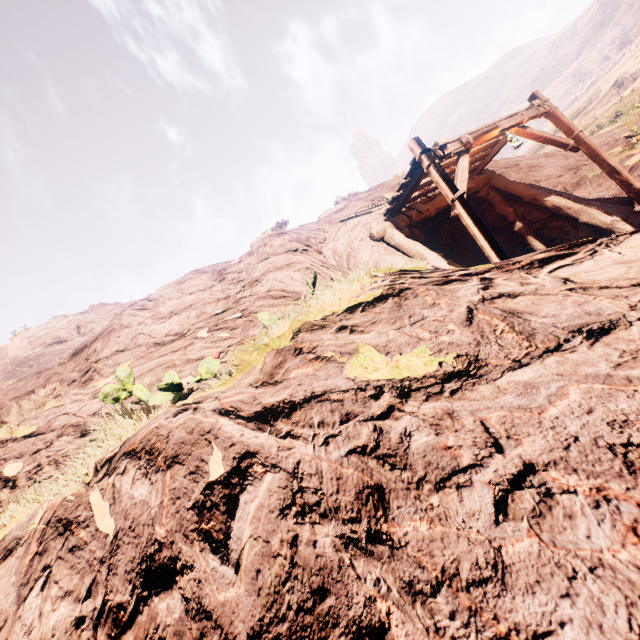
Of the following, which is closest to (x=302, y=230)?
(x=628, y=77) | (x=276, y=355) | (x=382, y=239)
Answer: (x=382, y=239)
